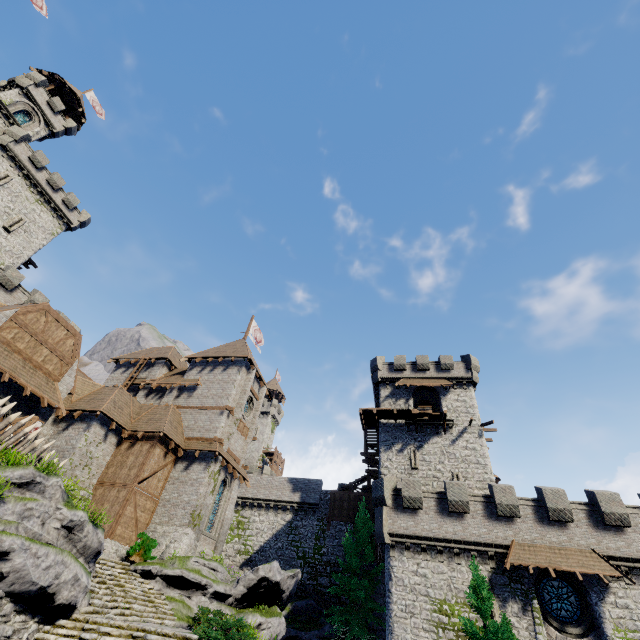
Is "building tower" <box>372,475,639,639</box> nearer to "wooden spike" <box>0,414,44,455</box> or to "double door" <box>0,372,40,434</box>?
"wooden spike" <box>0,414,44,455</box>

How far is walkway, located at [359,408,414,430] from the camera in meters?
31.6 m

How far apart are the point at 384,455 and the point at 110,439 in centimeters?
2302cm

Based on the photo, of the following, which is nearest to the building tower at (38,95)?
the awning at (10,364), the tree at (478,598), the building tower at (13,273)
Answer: the building tower at (13,273)

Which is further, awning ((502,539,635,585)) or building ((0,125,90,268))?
building ((0,125,90,268))

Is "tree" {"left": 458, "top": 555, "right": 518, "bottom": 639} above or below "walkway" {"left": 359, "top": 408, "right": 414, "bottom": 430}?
below

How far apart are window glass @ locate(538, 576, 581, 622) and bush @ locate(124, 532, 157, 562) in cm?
2263

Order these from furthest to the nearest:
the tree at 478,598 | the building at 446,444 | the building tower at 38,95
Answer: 1. the building tower at 38,95
2. the building at 446,444
3. the tree at 478,598
